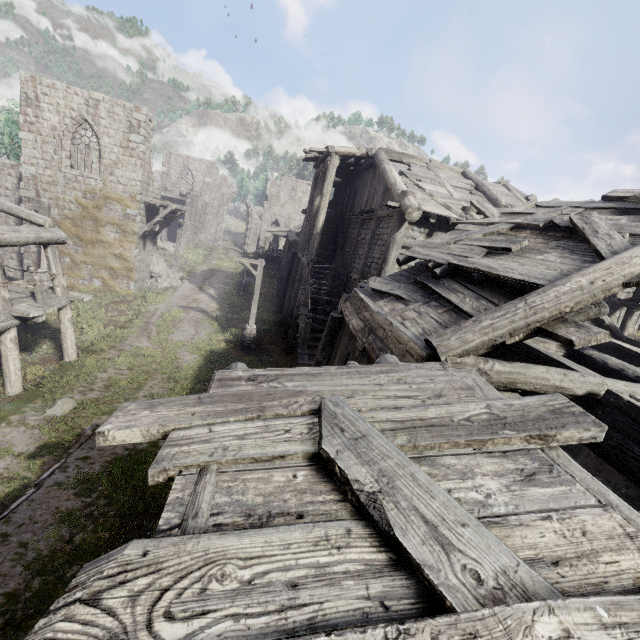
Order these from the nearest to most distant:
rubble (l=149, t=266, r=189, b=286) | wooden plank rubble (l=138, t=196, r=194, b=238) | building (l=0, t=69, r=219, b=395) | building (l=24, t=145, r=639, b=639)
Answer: building (l=24, t=145, r=639, b=639)
building (l=0, t=69, r=219, b=395)
wooden plank rubble (l=138, t=196, r=194, b=238)
rubble (l=149, t=266, r=189, b=286)

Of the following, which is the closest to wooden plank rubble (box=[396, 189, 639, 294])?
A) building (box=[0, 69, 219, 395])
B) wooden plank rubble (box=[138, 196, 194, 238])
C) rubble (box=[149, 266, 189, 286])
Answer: building (box=[0, 69, 219, 395])

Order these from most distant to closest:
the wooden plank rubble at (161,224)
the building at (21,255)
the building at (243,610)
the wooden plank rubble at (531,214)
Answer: the wooden plank rubble at (161,224) < the building at (21,255) < the wooden plank rubble at (531,214) < the building at (243,610)

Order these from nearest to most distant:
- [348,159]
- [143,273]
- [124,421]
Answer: [124,421], [348,159], [143,273]

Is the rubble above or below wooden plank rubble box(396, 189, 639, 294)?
below

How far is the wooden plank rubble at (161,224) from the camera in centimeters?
2059cm

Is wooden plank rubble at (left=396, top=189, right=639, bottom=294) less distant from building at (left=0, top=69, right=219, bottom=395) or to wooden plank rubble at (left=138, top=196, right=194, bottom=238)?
building at (left=0, top=69, right=219, bottom=395)

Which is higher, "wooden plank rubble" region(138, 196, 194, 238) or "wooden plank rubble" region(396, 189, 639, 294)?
"wooden plank rubble" region(396, 189, 639, 294)
